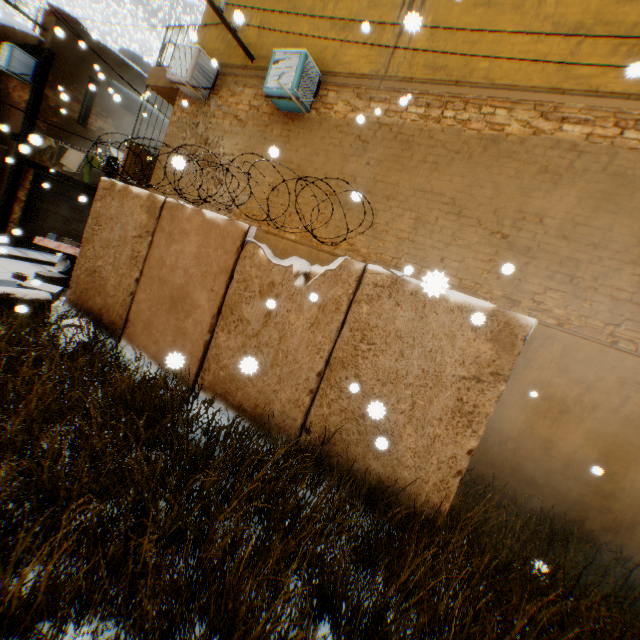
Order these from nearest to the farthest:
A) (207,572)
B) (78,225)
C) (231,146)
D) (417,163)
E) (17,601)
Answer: (17,601), (207,572), (417,163), (231,146), (78,225)

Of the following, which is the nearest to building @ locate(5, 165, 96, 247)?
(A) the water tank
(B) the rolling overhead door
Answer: (B) the rolling overhead door

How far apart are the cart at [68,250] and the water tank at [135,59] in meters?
10.2

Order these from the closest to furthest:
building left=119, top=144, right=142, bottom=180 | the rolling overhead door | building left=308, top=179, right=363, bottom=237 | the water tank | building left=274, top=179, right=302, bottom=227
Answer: building left=308, top=179, right=363, bottom=237 → building left=274, top=179, right=302, bottom=227 → building left=119, top=144, right=142, bottom=180 → the rolling overhead door → the water tank

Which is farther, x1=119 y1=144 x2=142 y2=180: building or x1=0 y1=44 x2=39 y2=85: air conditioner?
x1=0 y1=44 x2=39 y2=85: air conditioner

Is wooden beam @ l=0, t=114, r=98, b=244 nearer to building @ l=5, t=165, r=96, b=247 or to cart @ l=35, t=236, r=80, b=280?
building @ l=5, t=165, r=96, b=247

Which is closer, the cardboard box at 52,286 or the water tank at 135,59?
the cardboard box at 52,286

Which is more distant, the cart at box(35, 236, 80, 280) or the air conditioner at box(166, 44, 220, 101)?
the cart at box(35, 236, 80, 280)
